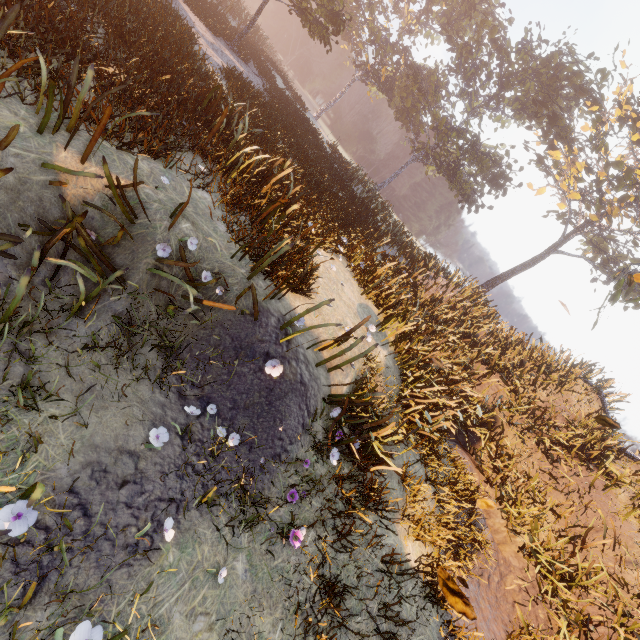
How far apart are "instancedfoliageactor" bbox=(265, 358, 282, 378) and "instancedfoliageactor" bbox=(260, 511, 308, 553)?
2.1m

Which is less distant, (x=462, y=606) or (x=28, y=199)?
(x=462, y=606)

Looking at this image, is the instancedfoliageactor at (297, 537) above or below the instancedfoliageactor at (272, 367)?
below

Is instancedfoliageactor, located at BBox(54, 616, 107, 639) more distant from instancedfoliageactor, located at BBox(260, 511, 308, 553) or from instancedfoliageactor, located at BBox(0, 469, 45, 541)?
instancedfoliageactor, located at BBox(260, 511, 308, 553)

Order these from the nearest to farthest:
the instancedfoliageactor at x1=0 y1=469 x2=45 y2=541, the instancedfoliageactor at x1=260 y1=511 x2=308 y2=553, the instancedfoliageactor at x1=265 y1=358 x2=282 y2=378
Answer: the instancedfoliageactor at x1=0 y1=469 x2=45 y2=541 → the instancedfoliageactor at x1=260 y1=511 x2=308 y2=553 → the instancedfoliageactor at x1=265 y1=358 x2=282 y2=378

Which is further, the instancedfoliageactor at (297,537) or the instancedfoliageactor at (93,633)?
the instancedfoliageactor at (297,537)

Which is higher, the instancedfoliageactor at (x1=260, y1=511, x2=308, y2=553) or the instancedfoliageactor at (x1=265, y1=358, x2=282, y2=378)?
the instancedfoliageactor at (x1=265, y1=358, x2=282, y2=378)

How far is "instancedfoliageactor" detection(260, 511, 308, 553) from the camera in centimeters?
417cm
